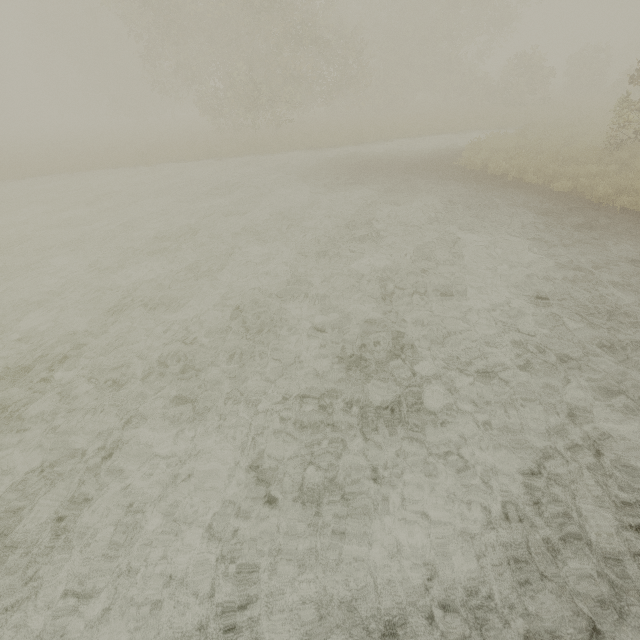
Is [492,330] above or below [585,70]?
below
